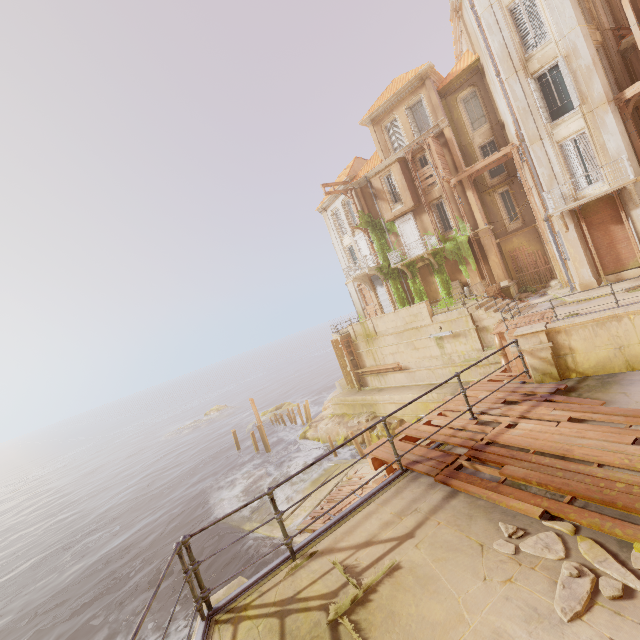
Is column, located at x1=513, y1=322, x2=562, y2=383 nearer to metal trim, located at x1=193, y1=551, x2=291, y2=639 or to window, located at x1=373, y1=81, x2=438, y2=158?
metal trim, located at x1=193, y1=551, x2=291, y2=639

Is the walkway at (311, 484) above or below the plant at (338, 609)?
below

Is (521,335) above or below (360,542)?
above

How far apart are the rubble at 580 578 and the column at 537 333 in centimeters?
428cm

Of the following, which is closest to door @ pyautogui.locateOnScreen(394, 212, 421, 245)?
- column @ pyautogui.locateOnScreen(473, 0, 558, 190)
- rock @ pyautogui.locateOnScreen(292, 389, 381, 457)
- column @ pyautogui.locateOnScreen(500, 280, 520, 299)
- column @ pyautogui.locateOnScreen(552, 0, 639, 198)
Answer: column @ pyautogui.locateOnScreen(500, 280, 520, 299)

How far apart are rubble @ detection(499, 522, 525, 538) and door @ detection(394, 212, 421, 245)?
24.8m

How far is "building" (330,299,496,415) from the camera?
20.14m

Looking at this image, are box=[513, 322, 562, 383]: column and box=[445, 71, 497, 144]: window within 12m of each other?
no
